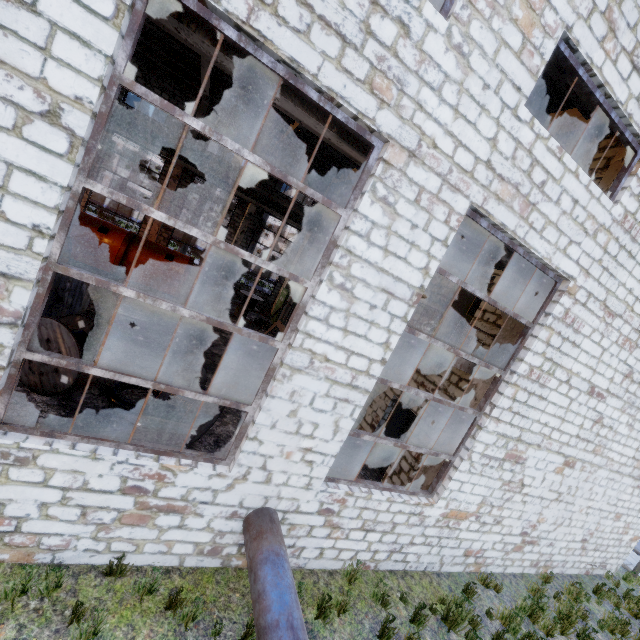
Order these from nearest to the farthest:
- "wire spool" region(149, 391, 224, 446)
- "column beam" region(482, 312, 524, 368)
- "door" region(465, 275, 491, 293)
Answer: "wire spool" region(149, 391, 224, 446), "column beam" region(482, 312, 524, 368), "door" region(465, 275, 491, 293)

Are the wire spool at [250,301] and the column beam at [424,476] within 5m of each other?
no

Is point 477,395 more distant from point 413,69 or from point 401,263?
point 413,69

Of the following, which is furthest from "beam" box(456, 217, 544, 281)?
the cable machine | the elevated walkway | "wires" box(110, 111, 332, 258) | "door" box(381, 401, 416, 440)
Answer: the cable machine

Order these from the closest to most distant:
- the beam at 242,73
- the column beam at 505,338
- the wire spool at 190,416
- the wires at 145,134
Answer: the beam at 242,73 → the wire spool at 190,416 → the column beam at 505,338 → the wires at 145,134

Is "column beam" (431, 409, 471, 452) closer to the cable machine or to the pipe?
the pipe

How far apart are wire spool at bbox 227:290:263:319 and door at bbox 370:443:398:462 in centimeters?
1130cm

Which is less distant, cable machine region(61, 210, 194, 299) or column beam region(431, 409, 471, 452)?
column beam region(431, 409, 471, 452)
